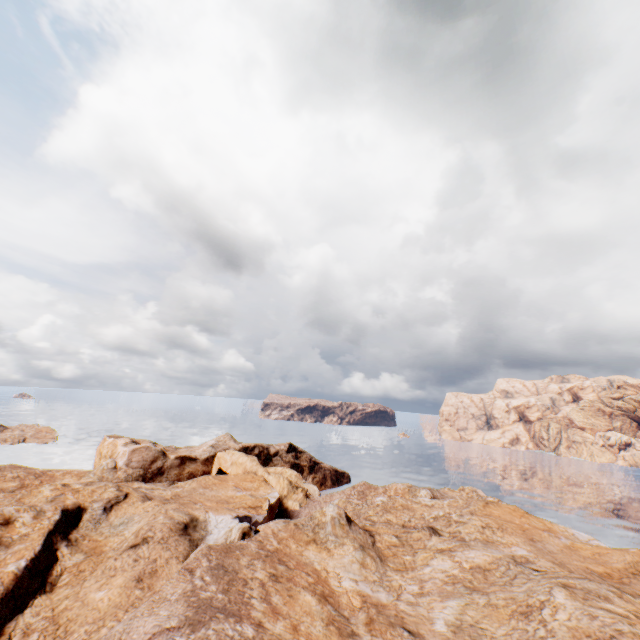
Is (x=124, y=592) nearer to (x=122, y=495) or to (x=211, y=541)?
(x=211, y=541)
